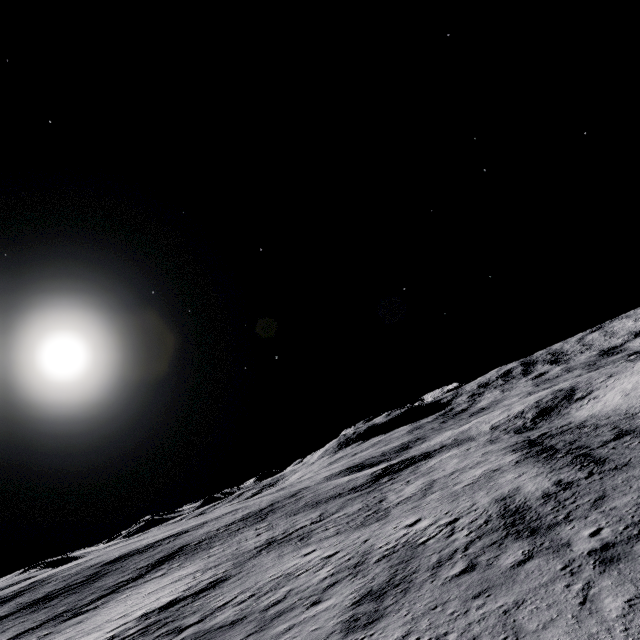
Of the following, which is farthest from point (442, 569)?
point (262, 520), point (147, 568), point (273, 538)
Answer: point (147, 568)
